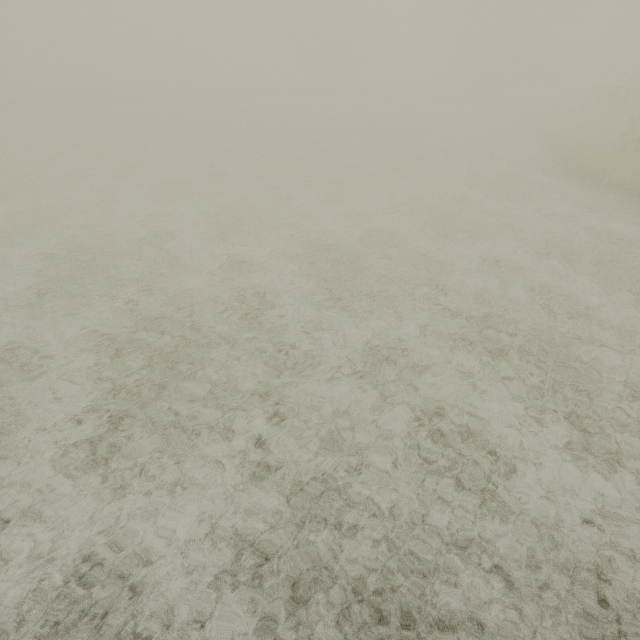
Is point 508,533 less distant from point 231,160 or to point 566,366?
point 566,366
